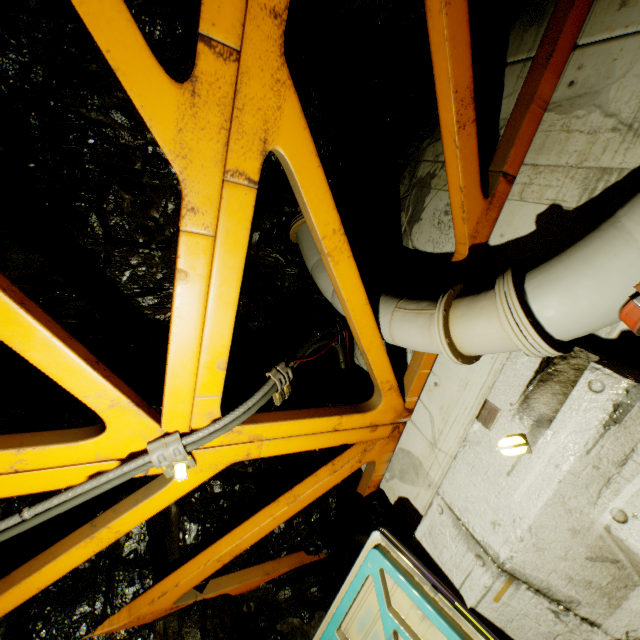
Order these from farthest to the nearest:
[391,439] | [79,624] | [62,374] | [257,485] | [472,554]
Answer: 1. [257,485]
2. [391,439]
3. [79,624]
4. [472,554]
5. [62,374]

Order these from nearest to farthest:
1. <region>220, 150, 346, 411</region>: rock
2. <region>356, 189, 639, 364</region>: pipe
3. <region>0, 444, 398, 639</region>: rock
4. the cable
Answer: <region>356, 189, 639, 364</region>: pipe < the cable < <region>0, 444, 398, 639</region>: rock < <region>220, 150, 346, 411</region>: rock

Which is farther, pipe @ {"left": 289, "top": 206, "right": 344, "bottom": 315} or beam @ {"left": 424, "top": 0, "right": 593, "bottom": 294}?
pipe @ {"left": 289, "top": 206, "right": 344, "bottom": 315}

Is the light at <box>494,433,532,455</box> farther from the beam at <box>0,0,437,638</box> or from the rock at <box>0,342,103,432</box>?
the rock at <box>0,342,103,432</box>

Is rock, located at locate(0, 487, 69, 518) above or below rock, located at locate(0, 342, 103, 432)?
below

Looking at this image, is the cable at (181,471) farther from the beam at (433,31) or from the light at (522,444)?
the light at (522,444)

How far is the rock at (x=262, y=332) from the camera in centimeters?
375cm
